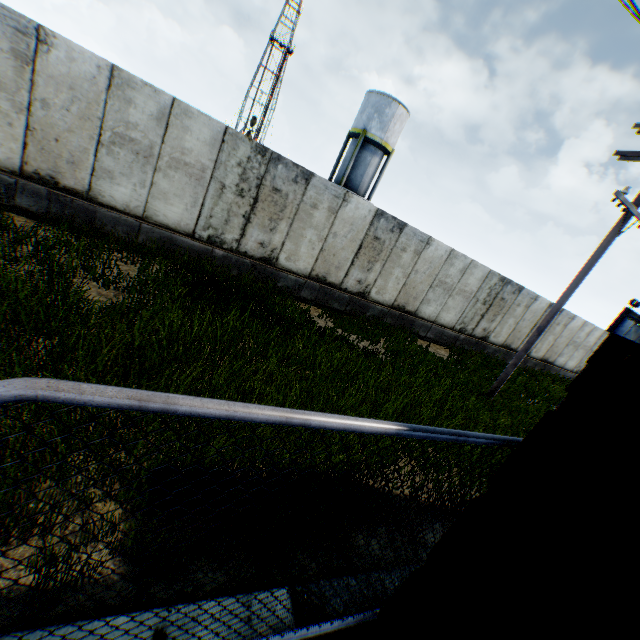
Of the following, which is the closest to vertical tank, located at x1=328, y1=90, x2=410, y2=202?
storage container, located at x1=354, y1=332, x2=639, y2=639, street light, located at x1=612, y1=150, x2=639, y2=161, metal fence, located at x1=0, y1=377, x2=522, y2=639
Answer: street light, located at x1=612, y1=150, x2=639, y2=161

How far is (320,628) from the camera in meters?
2.4

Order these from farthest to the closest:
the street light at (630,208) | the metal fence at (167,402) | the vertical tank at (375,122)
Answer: the vertical tank at (375,122) < the street light at (630,208) < the metal fence at (167,402)

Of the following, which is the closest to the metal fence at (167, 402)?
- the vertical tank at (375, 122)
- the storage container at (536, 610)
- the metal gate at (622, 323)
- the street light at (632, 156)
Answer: the storage container at (536, 610)

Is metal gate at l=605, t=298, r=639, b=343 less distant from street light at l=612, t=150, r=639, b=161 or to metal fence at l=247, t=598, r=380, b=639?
metal fence at l=247, t=598, r=380, b=639

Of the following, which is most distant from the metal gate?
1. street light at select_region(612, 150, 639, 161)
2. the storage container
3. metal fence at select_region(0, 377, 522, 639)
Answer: the storage container

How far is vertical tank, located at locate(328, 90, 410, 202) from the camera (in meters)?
25.62

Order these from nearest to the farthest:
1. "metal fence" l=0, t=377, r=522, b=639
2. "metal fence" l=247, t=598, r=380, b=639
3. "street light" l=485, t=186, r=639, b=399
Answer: "metal fence" l=0, t=377, r=522, b=639
"metal fence" l=247, t=598, r=380, b=639
"street light" l=485, t=186, r=639, b=399
